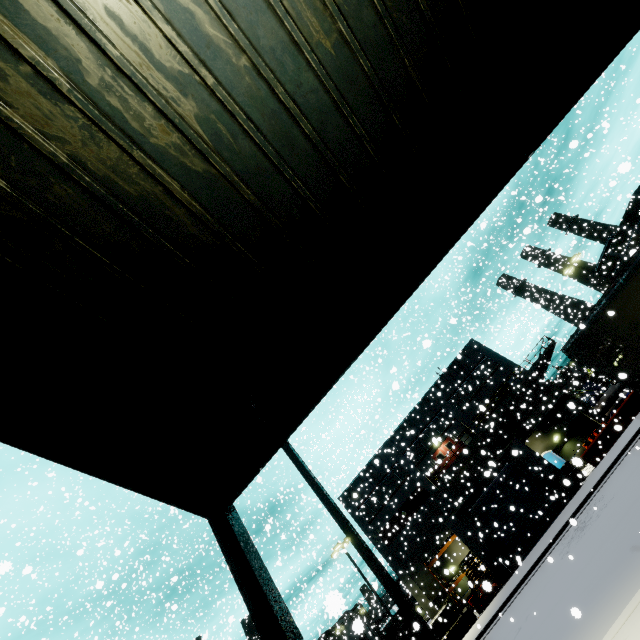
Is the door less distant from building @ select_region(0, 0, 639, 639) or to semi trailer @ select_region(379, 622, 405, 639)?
building @ select_region(0, 0, 639, 639)

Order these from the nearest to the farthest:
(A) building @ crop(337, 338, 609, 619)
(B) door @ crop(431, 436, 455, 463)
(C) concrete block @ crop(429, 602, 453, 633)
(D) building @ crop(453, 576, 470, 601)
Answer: (C) concrete block @ crop(429, 602, 453, 633) → (A) building @ crop(337, 338, 609, 619) → (D) building @ crop(453, 576, 470, 601) → (B) door @ crop(431, 436, 455, 463)

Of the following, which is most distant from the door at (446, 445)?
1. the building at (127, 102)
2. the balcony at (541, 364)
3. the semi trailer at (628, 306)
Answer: the semi trailer at (628, 306)

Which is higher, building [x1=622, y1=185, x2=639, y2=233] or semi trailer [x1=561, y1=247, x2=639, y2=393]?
building [x1=622, y1=185, x2=639, y2=233]

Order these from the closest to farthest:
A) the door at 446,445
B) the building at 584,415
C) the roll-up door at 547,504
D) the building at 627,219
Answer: the roll-up door at 547,504 → the building at 584,415 → the door at 446,445 → the building at 627,219

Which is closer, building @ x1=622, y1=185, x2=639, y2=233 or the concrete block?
the concrete block

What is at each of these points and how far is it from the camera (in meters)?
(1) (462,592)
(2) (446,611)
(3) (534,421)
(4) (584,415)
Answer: (1) building, 29.44
(2) concrete block, 23.41
(3) vent duct, 19.70
(4) building, 31.22

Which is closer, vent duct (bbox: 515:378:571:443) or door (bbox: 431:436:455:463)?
vent duct (bbox: 515:378:571:443)
